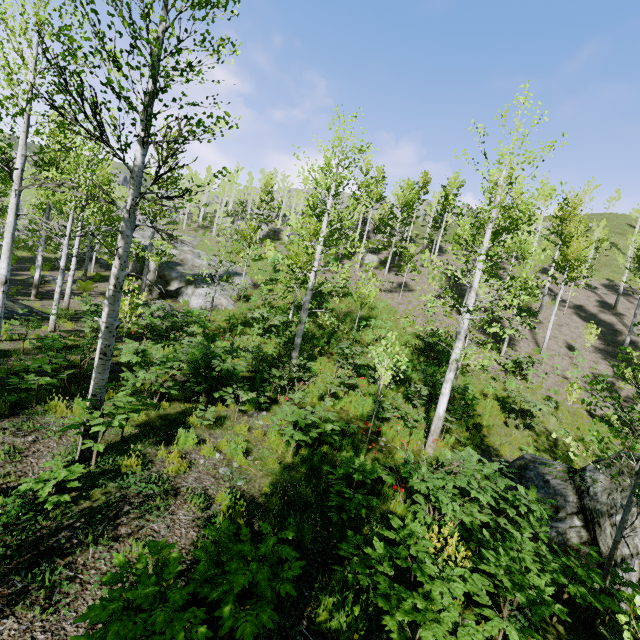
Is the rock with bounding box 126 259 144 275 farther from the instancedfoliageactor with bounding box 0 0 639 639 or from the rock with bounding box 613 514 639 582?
the rock with bounding box 613 514 639 582

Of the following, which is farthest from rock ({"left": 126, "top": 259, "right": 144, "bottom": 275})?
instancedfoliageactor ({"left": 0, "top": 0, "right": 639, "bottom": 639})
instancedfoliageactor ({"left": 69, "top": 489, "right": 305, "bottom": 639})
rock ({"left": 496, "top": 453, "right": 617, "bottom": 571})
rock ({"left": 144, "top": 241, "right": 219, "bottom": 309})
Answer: rock ({"left": 496, "top": 453, "right": 617, "bottom": 571})

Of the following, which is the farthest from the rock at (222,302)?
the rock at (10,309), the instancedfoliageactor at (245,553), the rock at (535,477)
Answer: the rock at (535,477)

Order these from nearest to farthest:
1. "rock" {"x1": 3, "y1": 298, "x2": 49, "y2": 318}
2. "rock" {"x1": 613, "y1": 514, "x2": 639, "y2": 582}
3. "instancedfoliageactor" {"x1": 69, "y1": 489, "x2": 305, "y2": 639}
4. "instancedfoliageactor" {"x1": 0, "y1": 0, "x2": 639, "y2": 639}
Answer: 1. "instancedfoliageactor" {"x1": 69, "y1": 489, "x2": 305, "y2": 639}
2. "instancedfoliageactor" {"x1": 0, "y1": 0, "x2": 639, "y2": 639}
3. "rock" {"x1": 613, "y1": 514, "x2": 639, "y2": 582}
4. "rock" {"x1": 3, "y1": 298, "x2": 49, "y2": 318}

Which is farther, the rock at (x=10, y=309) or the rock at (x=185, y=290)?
the rock at (x=185, y=290)

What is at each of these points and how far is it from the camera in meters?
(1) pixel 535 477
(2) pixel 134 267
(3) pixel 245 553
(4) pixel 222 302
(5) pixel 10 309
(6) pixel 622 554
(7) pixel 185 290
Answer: (1) rock, 8.8 m
(2) rock, 28.2 m
(3) instancedfoliageactor, 3.0 m
(4) rock, 21.5 m
(5) rock, 12.8 m
(6) rock, 6.4 m
(7) rock, 22.3 m

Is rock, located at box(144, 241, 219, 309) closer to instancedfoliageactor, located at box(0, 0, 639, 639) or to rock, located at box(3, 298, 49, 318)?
rock, located at box(3, 298, 49, 318)

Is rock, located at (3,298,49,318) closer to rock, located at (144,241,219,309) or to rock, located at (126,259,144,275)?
rock, located at (144,241,219,309)
